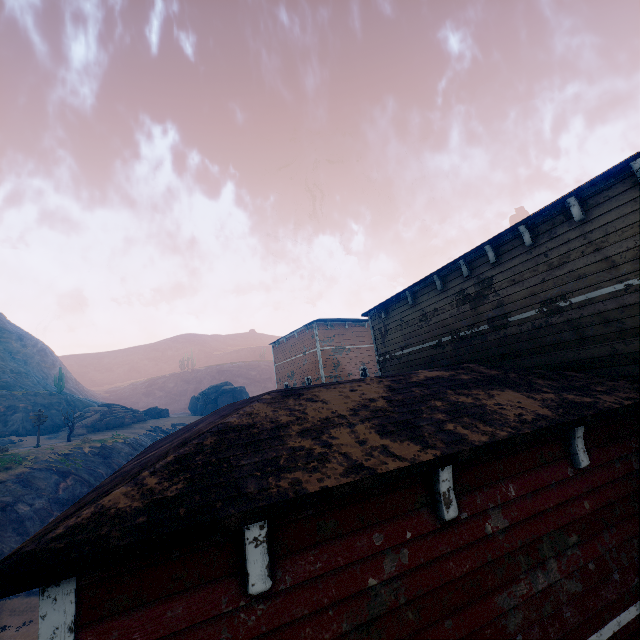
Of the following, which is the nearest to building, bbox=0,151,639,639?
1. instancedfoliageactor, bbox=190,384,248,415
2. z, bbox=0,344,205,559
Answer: z, bbox=0,344,205,559

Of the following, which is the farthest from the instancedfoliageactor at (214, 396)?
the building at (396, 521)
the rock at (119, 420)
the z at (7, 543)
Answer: the building at (396, 521)

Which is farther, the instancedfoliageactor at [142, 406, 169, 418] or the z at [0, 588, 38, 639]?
the instancedfoliageactor at [142, 406, 169, 418]

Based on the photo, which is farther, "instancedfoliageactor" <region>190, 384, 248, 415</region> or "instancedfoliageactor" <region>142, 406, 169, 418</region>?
"instancedfoliageactor" <region>190, 384, 248, 415</region>

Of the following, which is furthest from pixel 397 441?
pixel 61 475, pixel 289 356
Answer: pixel 61 475

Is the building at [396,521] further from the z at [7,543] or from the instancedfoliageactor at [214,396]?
the instancedfoliageactor at [214,396]

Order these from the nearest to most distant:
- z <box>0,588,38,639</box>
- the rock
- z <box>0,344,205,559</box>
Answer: z <box>0,588,38,639</box>, z <box>0,344,205,559</box>, the rock

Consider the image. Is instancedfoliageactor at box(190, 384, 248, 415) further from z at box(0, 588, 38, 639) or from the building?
the building
